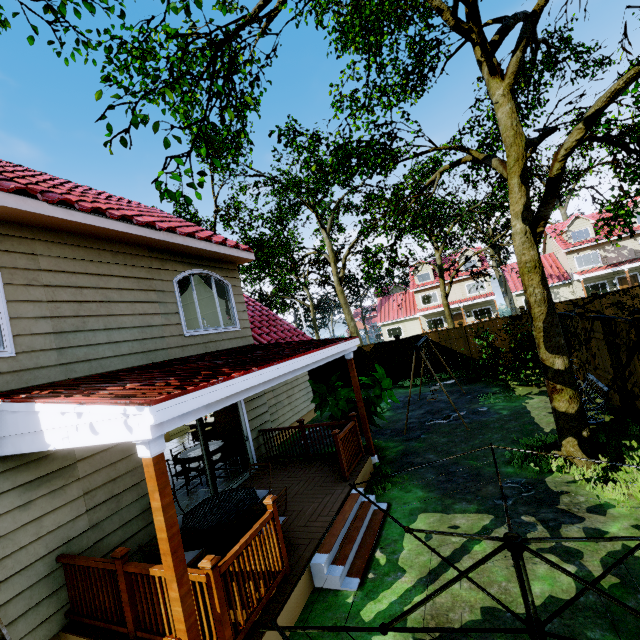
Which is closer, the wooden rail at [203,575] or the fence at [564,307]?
the wooden rail at [203,575]

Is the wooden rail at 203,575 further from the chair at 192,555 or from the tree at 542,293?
the tree at 542,293

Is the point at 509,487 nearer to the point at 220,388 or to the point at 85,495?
the point at 220,388

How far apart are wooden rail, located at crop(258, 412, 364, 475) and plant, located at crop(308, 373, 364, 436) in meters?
0.1 m

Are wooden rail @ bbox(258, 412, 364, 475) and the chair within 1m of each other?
no

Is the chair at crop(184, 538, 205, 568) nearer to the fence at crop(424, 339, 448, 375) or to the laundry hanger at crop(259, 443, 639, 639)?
the laundry hanger at crop(259, 443, 639, 639)

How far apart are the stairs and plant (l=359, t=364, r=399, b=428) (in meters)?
1.82

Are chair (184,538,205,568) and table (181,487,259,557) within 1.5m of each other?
yes
